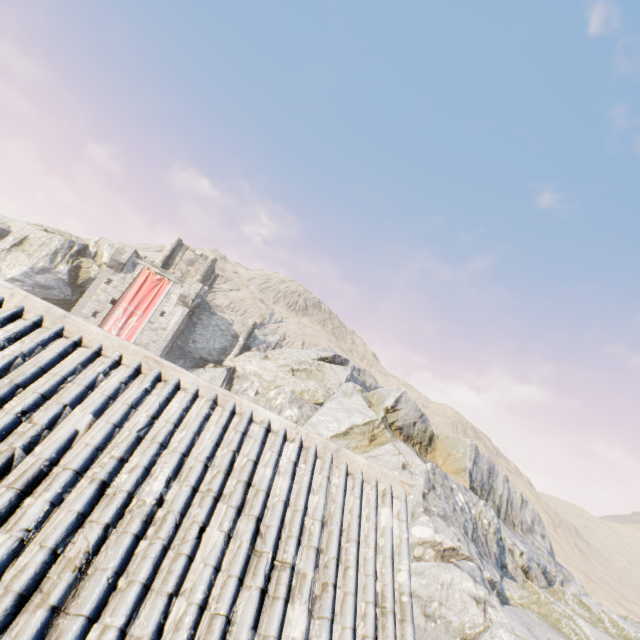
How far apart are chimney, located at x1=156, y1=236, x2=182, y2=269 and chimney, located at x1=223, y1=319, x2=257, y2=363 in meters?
11.9 m

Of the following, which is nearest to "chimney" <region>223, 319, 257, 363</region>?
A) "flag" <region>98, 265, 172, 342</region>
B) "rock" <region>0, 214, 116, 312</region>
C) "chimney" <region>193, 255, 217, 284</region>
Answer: "rock" <region>0, 214, 116, 312</region>

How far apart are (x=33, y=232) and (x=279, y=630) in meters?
45.6

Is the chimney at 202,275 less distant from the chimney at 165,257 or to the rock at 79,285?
the chimney at 165,257

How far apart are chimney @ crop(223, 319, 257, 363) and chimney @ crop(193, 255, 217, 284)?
7.3m

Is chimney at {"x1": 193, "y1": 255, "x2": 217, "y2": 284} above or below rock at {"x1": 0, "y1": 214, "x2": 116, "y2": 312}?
above

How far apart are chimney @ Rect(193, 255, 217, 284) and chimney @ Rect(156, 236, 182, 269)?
3.2m

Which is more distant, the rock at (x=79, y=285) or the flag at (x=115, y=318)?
the flag at (x=115, y=318)
